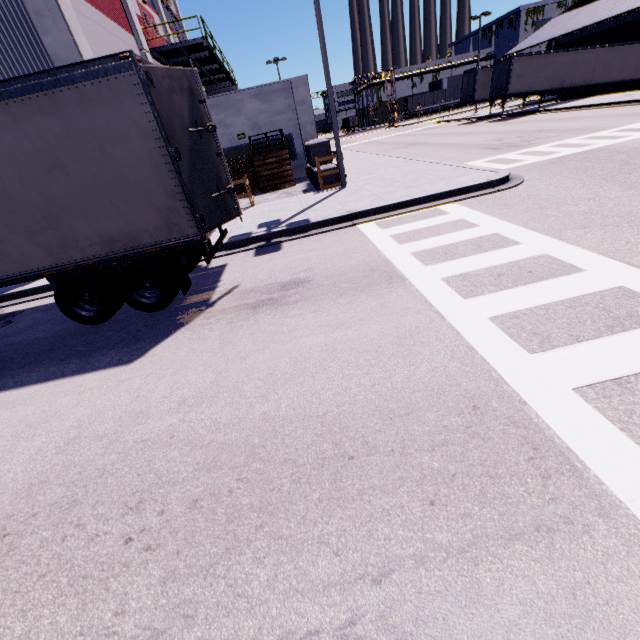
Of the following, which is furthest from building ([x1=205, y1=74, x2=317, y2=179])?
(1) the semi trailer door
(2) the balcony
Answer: (1) the semi trailer door

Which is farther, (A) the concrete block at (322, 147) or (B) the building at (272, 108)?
(B) the building at (272, 108)

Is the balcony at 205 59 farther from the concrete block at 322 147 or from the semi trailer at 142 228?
the concrete block at 322 147

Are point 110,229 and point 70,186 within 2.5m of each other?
yes

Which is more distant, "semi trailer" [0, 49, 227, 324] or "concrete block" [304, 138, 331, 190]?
"concrete block" [304, 138, 331, 190]

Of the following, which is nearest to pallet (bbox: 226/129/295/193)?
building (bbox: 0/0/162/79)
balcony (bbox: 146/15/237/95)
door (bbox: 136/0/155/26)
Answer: building (bbox: 0/0/162/79)

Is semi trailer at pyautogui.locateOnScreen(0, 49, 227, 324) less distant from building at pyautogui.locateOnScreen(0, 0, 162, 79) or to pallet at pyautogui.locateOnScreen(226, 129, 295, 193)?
building at pyautogui.locateOnScreen(0, 0, 162, 79)

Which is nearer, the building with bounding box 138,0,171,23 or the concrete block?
the concrete block
